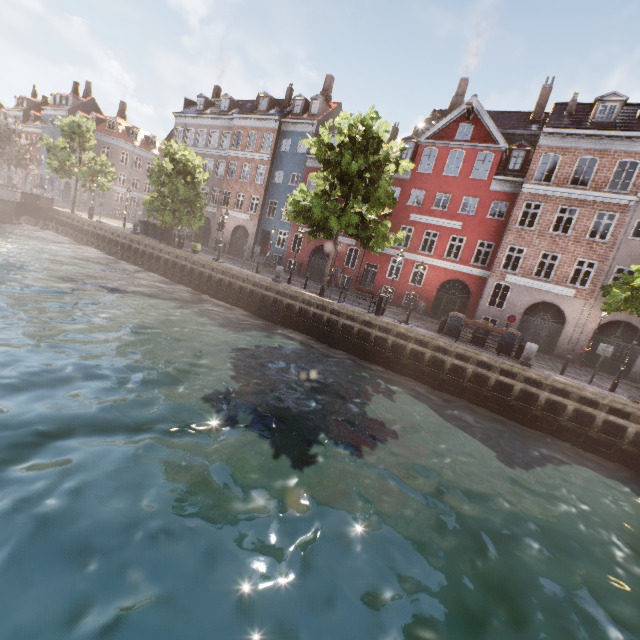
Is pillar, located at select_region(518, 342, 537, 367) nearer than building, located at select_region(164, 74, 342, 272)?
Yes

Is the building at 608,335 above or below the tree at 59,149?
Answer: below

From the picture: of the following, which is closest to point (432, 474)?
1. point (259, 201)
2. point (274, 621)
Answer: point (274, 621)

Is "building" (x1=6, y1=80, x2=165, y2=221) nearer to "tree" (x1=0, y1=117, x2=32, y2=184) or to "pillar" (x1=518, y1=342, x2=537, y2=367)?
"tree" (x1=0, y1=117, x2=32, y2=184)

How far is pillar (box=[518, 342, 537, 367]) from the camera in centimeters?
1478cm

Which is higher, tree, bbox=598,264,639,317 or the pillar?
tree, bbox=598,264,639,317

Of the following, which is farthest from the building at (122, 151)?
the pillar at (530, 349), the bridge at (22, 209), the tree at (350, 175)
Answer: the bridge at (22, 209)

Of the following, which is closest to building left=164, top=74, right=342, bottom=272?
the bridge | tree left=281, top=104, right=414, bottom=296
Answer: tree left=281, top=104, right=414, bottom=296
